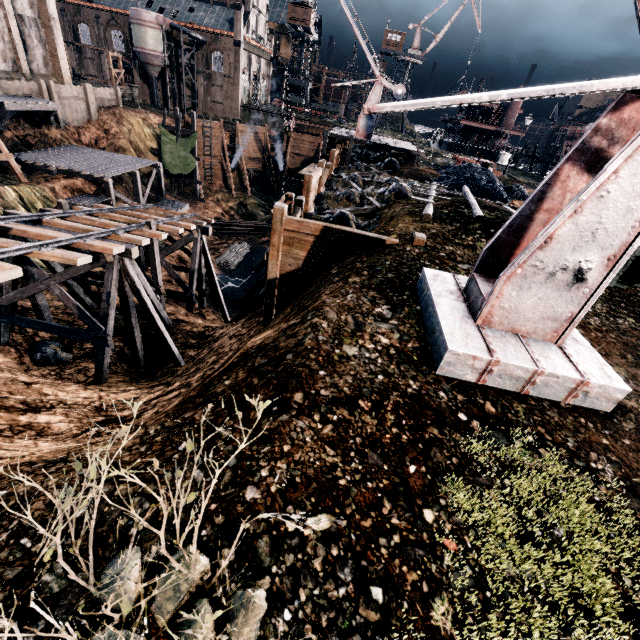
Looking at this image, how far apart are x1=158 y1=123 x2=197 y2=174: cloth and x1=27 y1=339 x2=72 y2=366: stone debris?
30.99m

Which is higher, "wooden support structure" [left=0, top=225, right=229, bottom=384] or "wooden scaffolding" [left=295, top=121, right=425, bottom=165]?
"wooden scaffolding" [left=295, top=121, right=425, bottom=165]

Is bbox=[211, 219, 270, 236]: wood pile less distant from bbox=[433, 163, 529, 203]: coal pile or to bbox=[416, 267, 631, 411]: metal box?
bbox=[433, 163, 529, 203]: coal pile

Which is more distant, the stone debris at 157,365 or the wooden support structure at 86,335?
the stone debris at 157,365

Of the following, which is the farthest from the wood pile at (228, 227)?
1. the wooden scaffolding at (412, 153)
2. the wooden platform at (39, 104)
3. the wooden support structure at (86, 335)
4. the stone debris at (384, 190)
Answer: the wooden support structure at (86, 335)

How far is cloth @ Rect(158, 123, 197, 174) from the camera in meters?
38.3

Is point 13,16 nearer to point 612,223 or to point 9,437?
point 9,437

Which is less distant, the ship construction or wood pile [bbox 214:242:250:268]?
wood pile [bbox 214:242:250:268]
